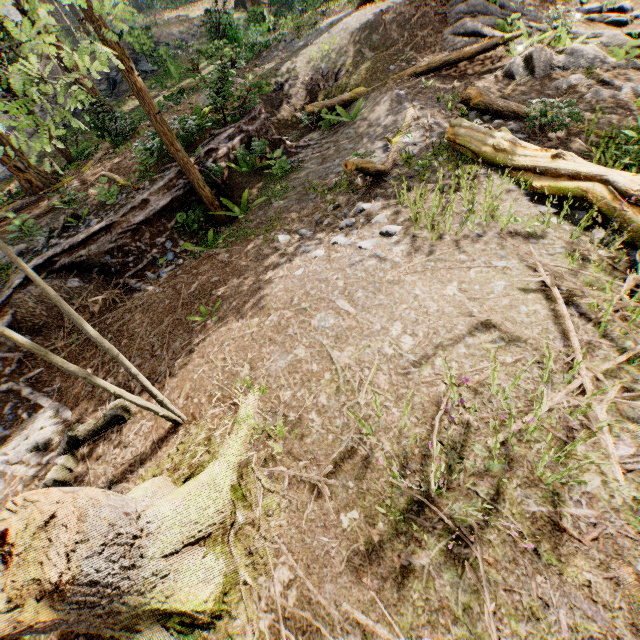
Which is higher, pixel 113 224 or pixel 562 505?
pixel 113 224

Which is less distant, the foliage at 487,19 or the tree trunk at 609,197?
the tree trunk at 609,197

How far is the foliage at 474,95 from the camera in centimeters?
753cm

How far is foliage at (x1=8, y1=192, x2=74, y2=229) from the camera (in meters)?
10.55

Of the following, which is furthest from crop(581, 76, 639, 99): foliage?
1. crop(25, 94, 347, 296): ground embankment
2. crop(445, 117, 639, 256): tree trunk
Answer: crop(445, 117, 639, 256): tree trunk

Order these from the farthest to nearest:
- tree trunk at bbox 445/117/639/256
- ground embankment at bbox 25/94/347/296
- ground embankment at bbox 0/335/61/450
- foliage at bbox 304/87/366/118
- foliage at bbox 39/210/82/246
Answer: foliage at bbox 304/87/366/118
foliage at bbox 39/210/82/246
ground embankment at bbox 25/94/347/296
ground embankment at bbox 0/335/61/450
tree trunk at bbox 445/117/639/256

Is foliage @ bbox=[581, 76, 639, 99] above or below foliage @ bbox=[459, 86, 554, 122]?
below
